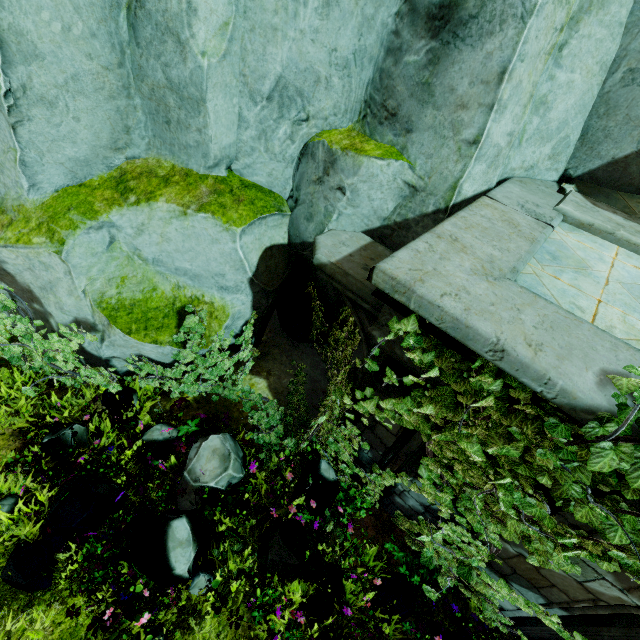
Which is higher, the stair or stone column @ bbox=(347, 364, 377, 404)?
the stair

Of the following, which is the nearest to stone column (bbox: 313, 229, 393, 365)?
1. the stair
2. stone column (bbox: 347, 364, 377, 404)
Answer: stone column (bbox: 347, 364, 377, 404)

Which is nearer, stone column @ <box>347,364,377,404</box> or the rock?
the rock

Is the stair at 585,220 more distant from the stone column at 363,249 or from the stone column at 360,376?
the stone column at 360,376

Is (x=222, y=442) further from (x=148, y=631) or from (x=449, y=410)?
(x=449, y=410)

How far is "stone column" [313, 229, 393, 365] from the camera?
3.2 meters

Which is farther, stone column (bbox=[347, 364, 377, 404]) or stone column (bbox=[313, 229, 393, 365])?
stone column (bbox=[347, 364, 377, 404])

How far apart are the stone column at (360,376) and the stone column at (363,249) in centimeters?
13cm
